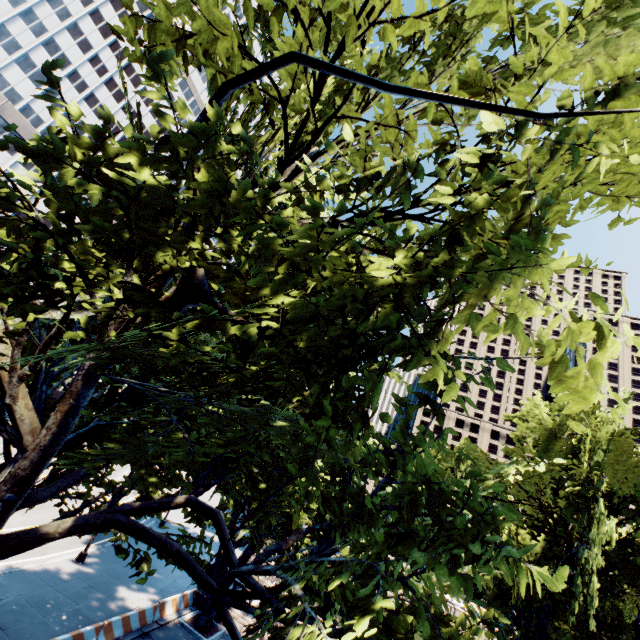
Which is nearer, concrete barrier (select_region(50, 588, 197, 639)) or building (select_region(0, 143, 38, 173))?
concrete barrier (select_region(50, 588, 197, 639))

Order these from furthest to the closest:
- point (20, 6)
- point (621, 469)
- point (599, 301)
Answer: point (20, 6), point (621, 469), point (599, 301)

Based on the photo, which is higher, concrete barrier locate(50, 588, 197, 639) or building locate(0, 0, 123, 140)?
building locate(0, 0, 123, 140)

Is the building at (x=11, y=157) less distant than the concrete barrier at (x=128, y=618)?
No

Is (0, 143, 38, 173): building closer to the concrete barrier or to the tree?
the tree

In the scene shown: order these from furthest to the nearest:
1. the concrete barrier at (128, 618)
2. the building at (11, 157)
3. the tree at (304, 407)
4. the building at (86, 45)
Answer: the building at (86, 45) < the building at (11, 157) < the concrete barrier at (128, 618) < the tree at (304, 407)

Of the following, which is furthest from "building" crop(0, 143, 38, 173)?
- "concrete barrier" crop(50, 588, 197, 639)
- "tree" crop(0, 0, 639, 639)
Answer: "concrete barrier" crop(50, 588, 197, 639)

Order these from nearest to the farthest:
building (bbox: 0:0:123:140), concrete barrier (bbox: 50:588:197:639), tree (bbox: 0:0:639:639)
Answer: tree (bbox: 0:0:639:639) → concrete barrier (bbox: 50:588:197:639) → building (bbox: 0:0:123:140)
